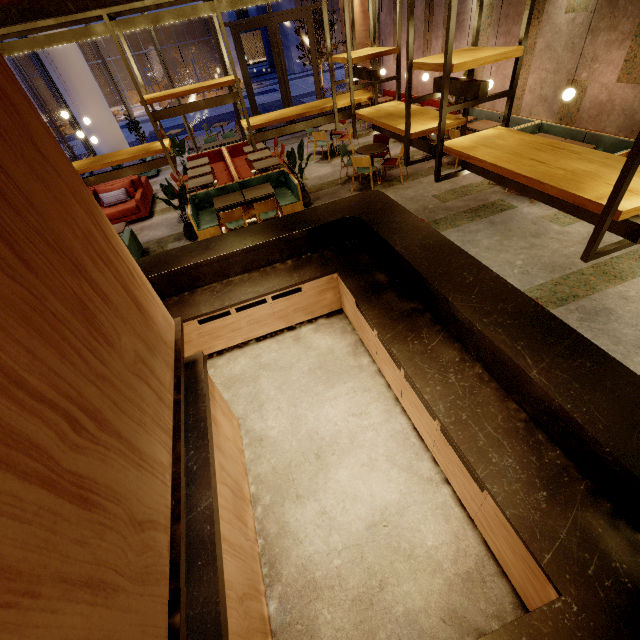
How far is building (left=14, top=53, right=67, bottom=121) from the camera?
27.6m

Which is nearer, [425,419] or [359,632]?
[359,632]

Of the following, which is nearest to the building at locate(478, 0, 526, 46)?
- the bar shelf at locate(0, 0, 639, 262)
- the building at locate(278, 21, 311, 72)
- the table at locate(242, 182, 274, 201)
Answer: the bar shelf at locate(0, 0, 639, 262)

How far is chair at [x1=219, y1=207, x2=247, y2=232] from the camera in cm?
629

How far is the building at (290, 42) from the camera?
30.4m

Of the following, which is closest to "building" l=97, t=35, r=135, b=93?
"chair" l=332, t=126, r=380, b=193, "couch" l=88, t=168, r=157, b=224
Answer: "couch" l=88, t=168, r=157, b=224

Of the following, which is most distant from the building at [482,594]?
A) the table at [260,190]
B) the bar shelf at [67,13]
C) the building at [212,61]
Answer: the building at [212,61]

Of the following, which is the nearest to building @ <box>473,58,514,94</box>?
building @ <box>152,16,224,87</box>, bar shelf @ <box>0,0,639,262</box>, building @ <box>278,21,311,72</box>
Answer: bar shelf @ <box>0,0,639,262</box>
